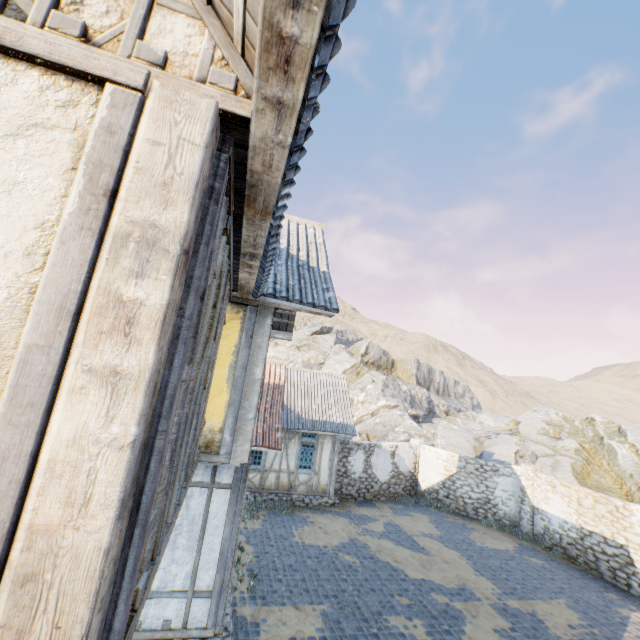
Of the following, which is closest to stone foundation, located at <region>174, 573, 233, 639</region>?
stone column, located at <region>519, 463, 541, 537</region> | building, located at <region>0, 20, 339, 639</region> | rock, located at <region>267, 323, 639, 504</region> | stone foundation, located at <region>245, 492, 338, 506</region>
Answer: building, located at <region>0, 20, 339, 639</region>

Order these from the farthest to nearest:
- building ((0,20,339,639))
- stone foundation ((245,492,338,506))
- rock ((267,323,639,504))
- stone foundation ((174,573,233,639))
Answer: rock ((267,323,639,504)), stone foundation ((245,492,338,506)), stone foundation ((174,573,233,639)), building ((0,20,339,639))

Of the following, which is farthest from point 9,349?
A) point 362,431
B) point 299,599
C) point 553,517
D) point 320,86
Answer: point 362,431

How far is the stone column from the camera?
15.2 meters

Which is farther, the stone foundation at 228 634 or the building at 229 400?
the stone foundation at 228 634

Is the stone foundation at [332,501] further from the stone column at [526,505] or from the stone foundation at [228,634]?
the stone column at [526,505]

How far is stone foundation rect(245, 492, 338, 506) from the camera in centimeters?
1474cm

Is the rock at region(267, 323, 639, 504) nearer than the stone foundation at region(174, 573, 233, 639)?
No
